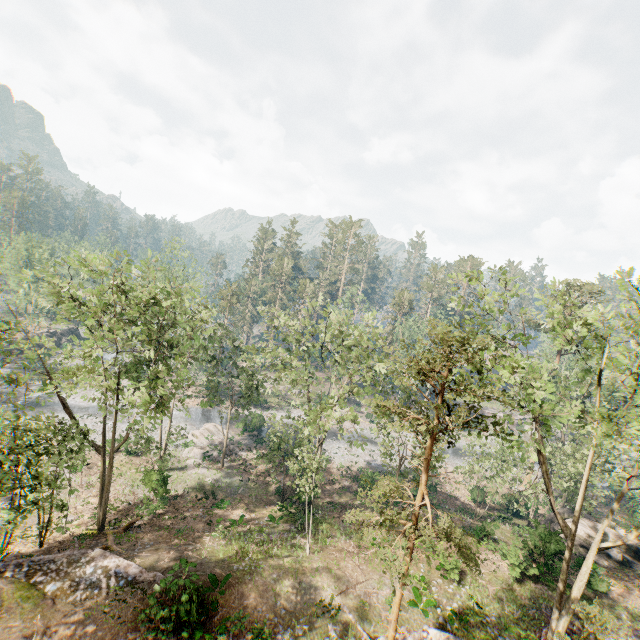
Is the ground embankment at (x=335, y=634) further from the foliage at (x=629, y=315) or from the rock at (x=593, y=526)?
the rock at (x=593, y=526)

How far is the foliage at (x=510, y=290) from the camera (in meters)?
13.88

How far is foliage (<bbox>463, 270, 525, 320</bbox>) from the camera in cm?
1388

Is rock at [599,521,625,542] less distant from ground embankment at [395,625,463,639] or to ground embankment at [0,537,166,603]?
ground embankment at [395,625,463,639]

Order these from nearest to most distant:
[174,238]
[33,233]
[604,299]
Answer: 1. [604,299]
2. [174,238]
3. [33,233]

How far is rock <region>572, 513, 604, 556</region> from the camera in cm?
2748

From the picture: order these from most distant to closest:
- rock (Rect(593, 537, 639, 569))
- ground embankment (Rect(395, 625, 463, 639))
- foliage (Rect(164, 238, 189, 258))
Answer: foliage (Rect(164, 238, 189, 258)) < rock (Rect(593, 537, 639, 569)) < ground embankment (Rect(395, 625, 463, 639))

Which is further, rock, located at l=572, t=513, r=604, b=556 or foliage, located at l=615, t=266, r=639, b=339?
rock, located at l=572, t=513, r=604, b=556
